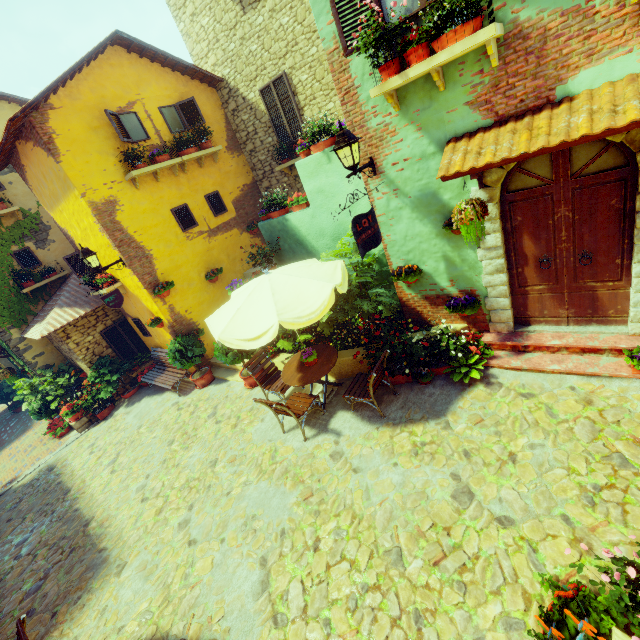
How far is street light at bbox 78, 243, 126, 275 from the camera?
7.70m

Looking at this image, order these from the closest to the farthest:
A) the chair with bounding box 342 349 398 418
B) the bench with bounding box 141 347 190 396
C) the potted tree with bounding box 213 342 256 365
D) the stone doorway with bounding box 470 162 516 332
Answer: the stone doorway with bounding box 470 162 516 332, the chair with bounding box 342 349 398 418, the potted tree with bounding box 213 342 256 365, the bench with bounding box 141 347 190 396

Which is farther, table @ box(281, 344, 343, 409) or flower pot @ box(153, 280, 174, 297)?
flower pot @ box(153, 280, 174, 297)

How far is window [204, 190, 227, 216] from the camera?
10.1m

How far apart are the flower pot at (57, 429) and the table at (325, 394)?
9.7m

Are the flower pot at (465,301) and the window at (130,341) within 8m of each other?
no

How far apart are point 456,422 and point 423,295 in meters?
2.4

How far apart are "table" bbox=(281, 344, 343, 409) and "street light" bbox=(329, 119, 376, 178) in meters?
3.1 m
